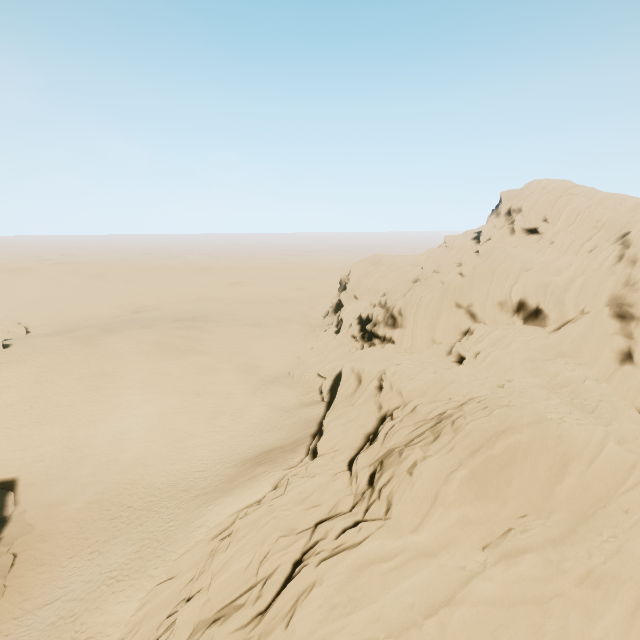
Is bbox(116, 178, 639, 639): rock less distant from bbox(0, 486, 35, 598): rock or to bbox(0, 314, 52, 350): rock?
bbox(0, 486, 35, 598): rock

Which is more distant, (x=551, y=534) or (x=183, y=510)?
(x=183, y=510)

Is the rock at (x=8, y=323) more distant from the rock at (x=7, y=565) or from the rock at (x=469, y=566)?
the rock at (x=7, y=565)

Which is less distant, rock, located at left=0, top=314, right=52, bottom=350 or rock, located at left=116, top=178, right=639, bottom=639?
rock, located at left=116, top=178, right=639, bottom=639

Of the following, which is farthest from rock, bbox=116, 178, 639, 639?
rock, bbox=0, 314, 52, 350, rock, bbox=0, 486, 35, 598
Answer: rock, bbox=0, 314, 52, 350

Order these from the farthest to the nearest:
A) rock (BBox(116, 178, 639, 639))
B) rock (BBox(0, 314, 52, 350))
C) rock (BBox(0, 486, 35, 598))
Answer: rock (BBox(0, 314, 52, 350)) < rock (BBox(0, 486, 35, 598)) < rock (BBox(116, 178, 639, 639))

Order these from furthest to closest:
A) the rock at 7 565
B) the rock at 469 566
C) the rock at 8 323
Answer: the rock at 8 323
the rock at 7 565
the rock at 469 566
